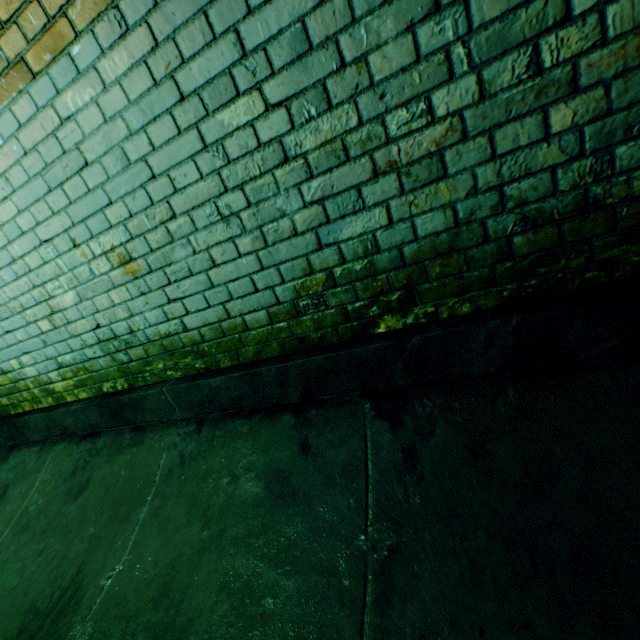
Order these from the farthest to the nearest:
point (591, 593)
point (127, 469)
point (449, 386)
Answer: point (127, 469) → point (449, 386) → point (591, 593)
